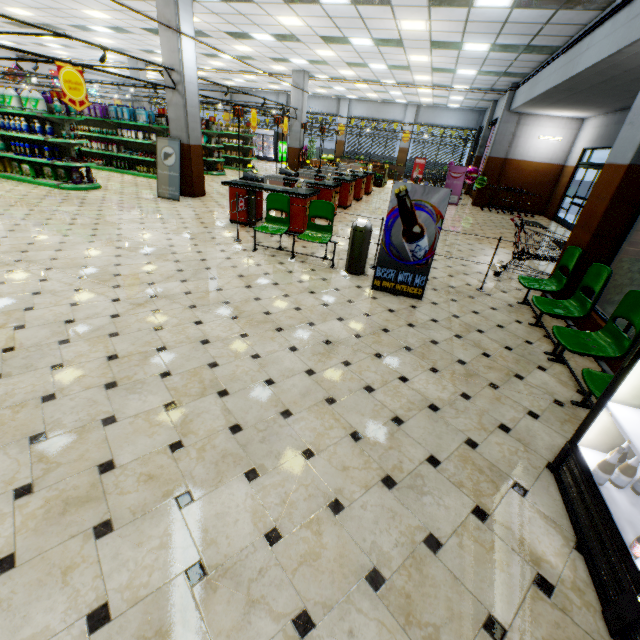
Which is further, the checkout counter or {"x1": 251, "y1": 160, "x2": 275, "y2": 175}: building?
{"x1": 251, "y1": 160, "x2": 275, "y2": 175}: building

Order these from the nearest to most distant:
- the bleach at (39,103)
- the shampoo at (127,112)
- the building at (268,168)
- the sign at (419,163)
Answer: the bleach at (39,103)
the shampoo at (127,112)
the building at (268,168)
the sign at (419,163)

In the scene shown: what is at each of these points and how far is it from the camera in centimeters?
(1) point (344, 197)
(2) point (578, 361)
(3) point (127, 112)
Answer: (1) checkout counter, 1130cm
(2) building, 406cm
(3) shampoo, 1220cm

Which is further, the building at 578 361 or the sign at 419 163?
the sign at 419 163

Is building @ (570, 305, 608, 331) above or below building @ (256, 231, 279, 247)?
above

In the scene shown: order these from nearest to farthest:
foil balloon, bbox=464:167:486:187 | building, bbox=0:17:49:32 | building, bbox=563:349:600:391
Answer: building, bbox=563:349:600:391 → building, bbox=0:17:49:32 → foil balloon, bbox=464:167:486:187

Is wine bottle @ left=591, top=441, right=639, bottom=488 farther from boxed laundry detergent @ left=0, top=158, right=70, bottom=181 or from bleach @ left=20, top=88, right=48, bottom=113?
boxed laundry detergent @ left=0, top=158, right=70, bottom=181

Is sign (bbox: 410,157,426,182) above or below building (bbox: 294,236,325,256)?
above
